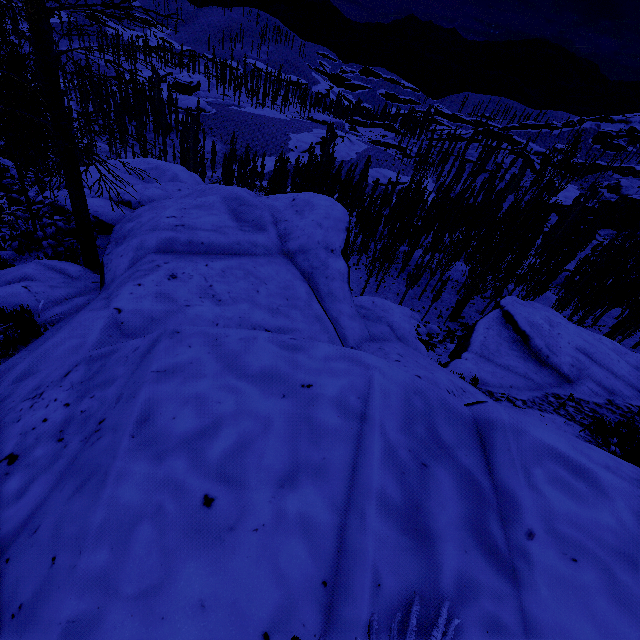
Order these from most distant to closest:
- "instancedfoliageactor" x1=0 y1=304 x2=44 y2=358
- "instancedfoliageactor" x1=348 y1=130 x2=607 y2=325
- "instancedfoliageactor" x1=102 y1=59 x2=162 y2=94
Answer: "instancedfoliageactor" x1=348 y1=130 x2=607 y2=325
"instancedfoliageactor" x1=102 y1=59 x2=162 y2=94
"instancedfoliageactor" x1=0 y1=304 x2=44 y2=358

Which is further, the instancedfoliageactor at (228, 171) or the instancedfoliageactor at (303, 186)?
the instancedfoliageactor at (303, 186)

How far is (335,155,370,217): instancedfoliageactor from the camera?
36.94m

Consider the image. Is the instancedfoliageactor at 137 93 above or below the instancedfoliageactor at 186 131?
above

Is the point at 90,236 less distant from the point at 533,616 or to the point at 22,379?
the point at 22,379

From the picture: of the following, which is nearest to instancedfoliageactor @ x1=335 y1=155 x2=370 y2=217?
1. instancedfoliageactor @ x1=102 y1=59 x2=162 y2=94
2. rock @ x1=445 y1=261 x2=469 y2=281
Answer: rock @ x1=445 y1=261 x2=469 y2=281

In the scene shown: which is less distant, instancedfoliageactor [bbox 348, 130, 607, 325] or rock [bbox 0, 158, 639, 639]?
rock [bbox 0, 158, 639, 639]

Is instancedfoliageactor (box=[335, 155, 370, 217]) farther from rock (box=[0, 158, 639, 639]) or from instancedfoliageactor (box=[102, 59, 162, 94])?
instancedfoliageactor (box=[102, 59, 162, 94])
